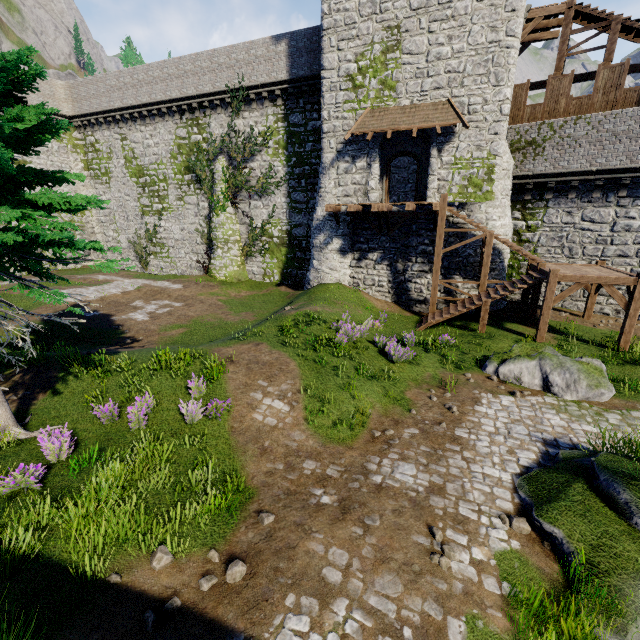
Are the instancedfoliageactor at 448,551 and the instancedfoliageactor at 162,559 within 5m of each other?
yes

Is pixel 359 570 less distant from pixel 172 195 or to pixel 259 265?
pixel 259 265

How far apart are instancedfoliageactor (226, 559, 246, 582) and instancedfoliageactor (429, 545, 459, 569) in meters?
3.0

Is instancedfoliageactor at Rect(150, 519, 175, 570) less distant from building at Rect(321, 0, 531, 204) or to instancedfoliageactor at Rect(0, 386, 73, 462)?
instancedfoliageactor at Rect(0, 386, 73, 462)

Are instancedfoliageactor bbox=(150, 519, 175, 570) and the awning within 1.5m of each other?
no

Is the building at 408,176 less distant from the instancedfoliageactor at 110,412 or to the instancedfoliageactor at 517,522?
the instancedfoliageactor at 110,412

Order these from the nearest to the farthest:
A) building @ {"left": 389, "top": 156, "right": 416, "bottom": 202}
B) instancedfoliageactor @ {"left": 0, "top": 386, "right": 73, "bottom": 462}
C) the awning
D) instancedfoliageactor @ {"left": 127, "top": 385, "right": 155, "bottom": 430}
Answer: instancedfoliageactor @ {"left": 0, "top": 386, "right": 73, "bottom": 462}
instancedfoliageactor @ {"left": 127, "top": 385, "right": 155, "bottom": 430}
the awning
building @ {"left": 389, "top": 156, "right": 416, "bottom": 202}

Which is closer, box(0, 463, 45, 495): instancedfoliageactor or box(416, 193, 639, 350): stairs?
box(0, 463, 45, 495): instancedfoliageactor
